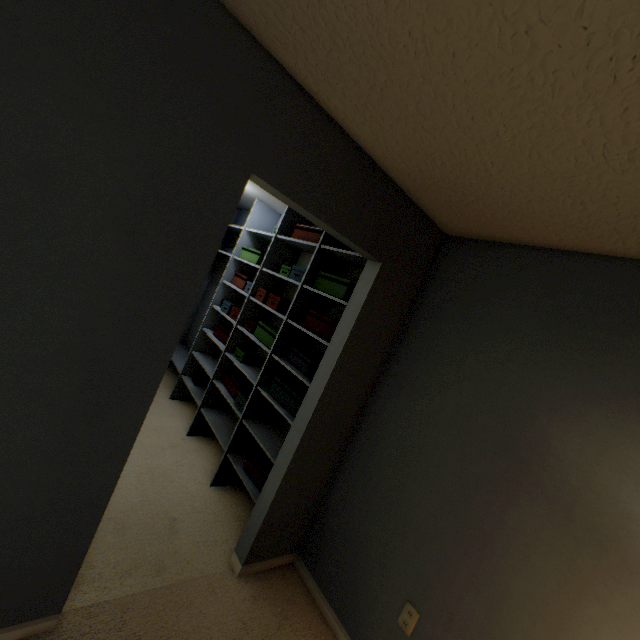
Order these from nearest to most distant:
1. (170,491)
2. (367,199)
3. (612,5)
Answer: (612,5), (367,199), (170,491)

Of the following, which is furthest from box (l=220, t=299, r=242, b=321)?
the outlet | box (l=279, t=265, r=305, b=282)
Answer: the outlet

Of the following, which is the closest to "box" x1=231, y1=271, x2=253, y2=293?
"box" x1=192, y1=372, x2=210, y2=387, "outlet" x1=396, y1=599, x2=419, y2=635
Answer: "box" x1=192, y1=372, x2=210, y2=387

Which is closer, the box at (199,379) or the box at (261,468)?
the box at (261,468)

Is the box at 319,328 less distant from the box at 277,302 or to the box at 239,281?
the box at 277,302

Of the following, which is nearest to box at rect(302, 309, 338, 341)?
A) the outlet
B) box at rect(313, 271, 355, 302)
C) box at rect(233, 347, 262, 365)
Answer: box at rect(313, 271, 355, 302)

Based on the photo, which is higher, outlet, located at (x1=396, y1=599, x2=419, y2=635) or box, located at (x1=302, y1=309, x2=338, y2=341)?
box, located at (x1=302, y1=309, x2=338, y2=341)

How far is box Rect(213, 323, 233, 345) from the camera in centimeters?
336cm
